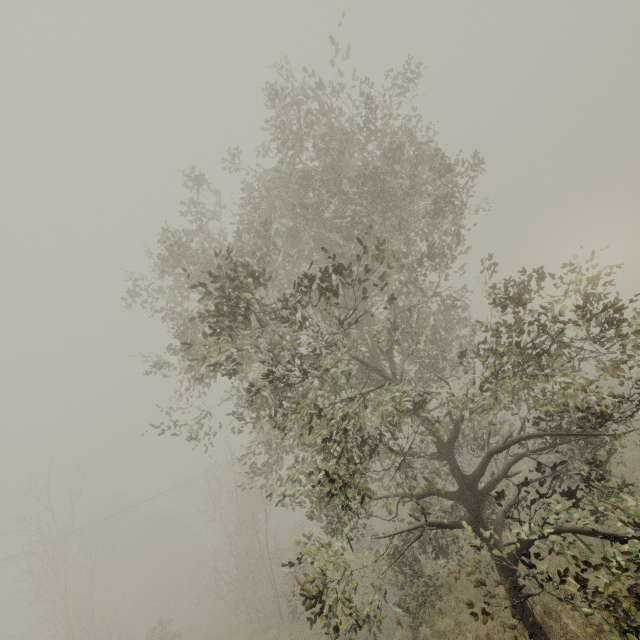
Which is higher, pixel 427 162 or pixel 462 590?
pixel 427 162
